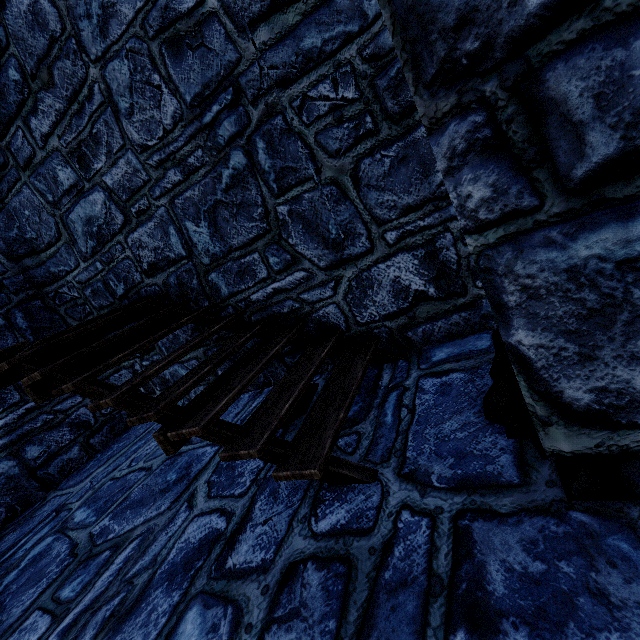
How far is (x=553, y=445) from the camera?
1.41m
